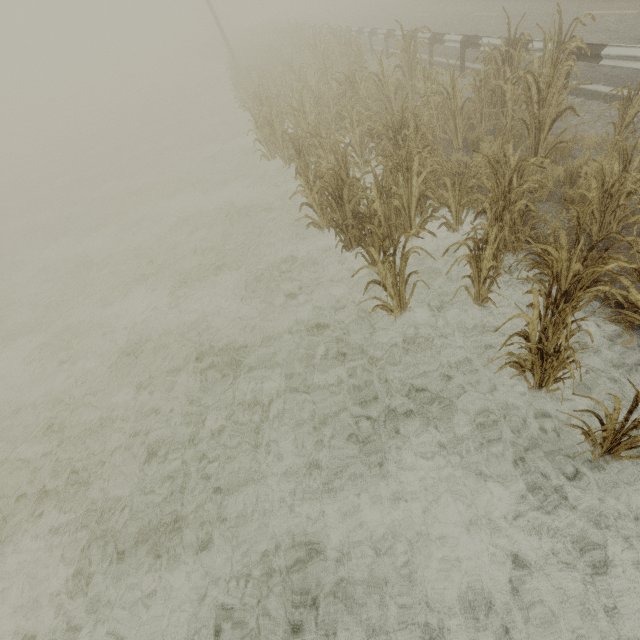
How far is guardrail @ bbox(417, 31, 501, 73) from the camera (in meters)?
8.75

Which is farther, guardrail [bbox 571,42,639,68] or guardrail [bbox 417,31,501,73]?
guardrail [bbox 417,31,501,73]

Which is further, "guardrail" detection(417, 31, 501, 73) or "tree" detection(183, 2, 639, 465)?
"guardrail" detection(417, 31, 501, 73)

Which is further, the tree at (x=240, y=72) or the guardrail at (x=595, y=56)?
the guardrail at (x=595, y=56)

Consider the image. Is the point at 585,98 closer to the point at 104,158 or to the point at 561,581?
the point at 561,581

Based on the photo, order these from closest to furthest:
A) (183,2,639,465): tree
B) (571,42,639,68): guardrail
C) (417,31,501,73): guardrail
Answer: (183,2,639,465): tree < (571,42,639,68): guardrail < (417,31,501,73): guardrail

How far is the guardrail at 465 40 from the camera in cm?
875
